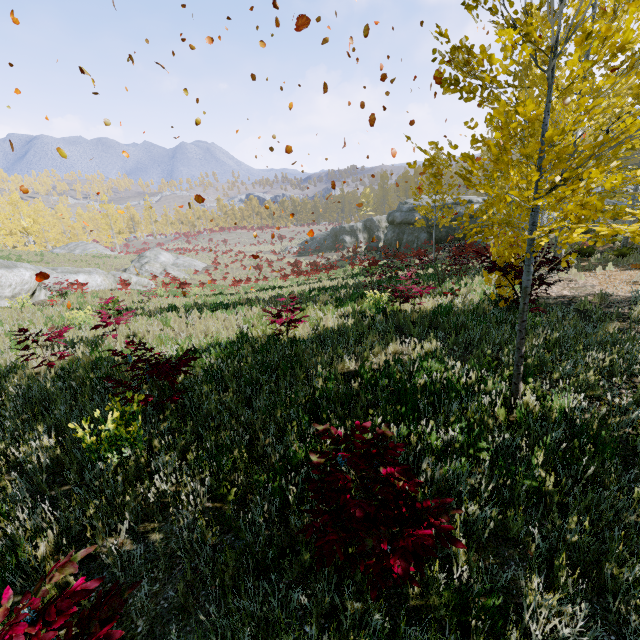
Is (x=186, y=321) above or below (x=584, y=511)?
below

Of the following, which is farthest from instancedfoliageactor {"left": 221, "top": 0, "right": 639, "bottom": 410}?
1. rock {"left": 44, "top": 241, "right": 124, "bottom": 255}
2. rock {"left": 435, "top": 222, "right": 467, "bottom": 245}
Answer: rock {"left": 44, "top": 241, "right": 124, "bottom": 255}

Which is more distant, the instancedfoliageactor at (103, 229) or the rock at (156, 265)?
the instancedfoliageactor at (103, 229)

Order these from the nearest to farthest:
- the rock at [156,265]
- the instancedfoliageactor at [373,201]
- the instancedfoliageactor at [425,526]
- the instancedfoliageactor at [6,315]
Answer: the instancedfoliageactor at [425,526] → the instancedfoliageactor at [6,315] → the rock at [156,265] → the instancedfoliageactor at [373,201]

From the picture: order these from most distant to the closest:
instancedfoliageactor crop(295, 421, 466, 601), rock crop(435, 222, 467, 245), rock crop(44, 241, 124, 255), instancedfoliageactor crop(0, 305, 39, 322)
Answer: rock crop(44, 241, 124, 255) → rock crop(435, 222, 467, 245) → instancedfoliageactor crop(0, 305, 39, 322) → instancedfoliageactor crop(295, 421, 466, 601)

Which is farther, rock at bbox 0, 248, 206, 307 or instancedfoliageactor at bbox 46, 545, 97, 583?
rock at bbox 0, 248, 206, 307

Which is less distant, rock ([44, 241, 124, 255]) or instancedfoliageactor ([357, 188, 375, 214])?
rock ([44, 241, 124, 255])

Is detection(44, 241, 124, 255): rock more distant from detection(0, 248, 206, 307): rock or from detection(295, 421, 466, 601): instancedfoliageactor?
detection(0, 248, 206, 307): rock
